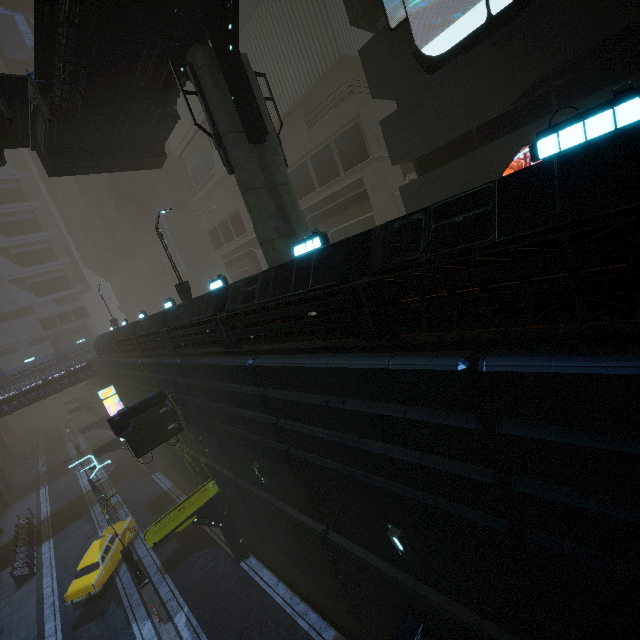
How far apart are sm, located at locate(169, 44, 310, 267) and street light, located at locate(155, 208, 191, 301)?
7.4m

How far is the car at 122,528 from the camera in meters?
20.9 m

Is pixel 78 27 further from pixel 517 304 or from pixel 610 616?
pixel 610 616

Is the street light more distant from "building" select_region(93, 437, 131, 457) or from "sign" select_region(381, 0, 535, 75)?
"sign" select_region(381, 0, 535, 75)

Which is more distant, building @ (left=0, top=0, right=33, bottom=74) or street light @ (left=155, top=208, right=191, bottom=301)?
building @ (left=0, top=0, right=33, bottom=74)

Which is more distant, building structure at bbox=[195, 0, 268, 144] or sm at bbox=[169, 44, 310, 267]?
sm at bbox=[169, 44, 310, 267]

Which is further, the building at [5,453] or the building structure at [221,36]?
the building at [5,453]

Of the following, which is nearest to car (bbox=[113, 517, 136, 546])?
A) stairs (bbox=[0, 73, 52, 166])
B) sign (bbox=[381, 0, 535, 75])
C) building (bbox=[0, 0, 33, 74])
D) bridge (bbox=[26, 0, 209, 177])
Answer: building (bbox=[0, 0, 33, 74])
